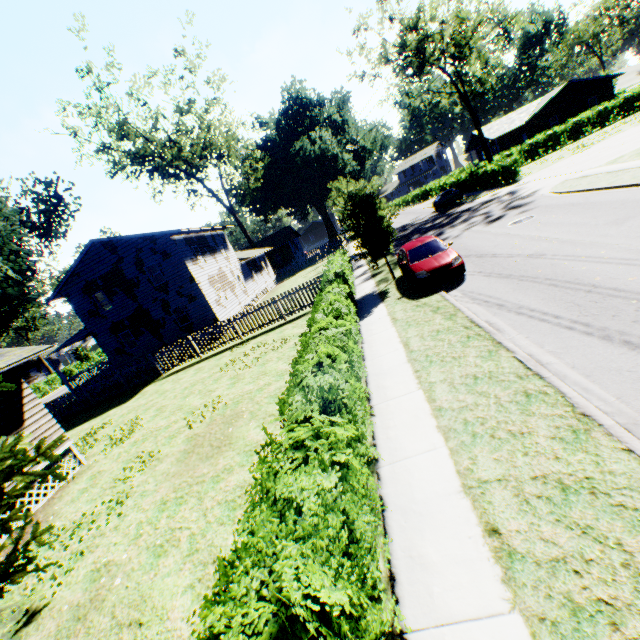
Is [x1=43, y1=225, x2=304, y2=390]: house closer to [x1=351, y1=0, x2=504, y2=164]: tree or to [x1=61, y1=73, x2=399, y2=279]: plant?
[x1=61, y1=73, x2=399, y2=279]: plant

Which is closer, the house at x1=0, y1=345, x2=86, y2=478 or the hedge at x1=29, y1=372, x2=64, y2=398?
the house at x1=0, y1=345, x2=86, y2=478

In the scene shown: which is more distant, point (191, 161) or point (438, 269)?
point (191, 161)

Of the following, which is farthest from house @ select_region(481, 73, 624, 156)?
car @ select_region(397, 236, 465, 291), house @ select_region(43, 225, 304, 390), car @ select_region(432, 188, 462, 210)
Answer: car @ select_region(397, 236, 465, 291)

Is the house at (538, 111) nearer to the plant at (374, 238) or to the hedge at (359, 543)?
the plant at (374, 238)

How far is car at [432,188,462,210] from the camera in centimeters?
3331cm

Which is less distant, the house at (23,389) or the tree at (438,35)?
the house at (23,389)

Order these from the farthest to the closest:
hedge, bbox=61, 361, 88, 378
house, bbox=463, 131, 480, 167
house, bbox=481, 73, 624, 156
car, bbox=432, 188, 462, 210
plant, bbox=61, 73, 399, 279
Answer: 1. hedge, bbox=61, 361, 88, 378
2. house, bbox=463, 131, 480, 167
3. house, bbox=481, 73, 624, 156
4. car, bbox=432, 188, 462, 210
5. plant, bbox=61, 73, 399, 279
